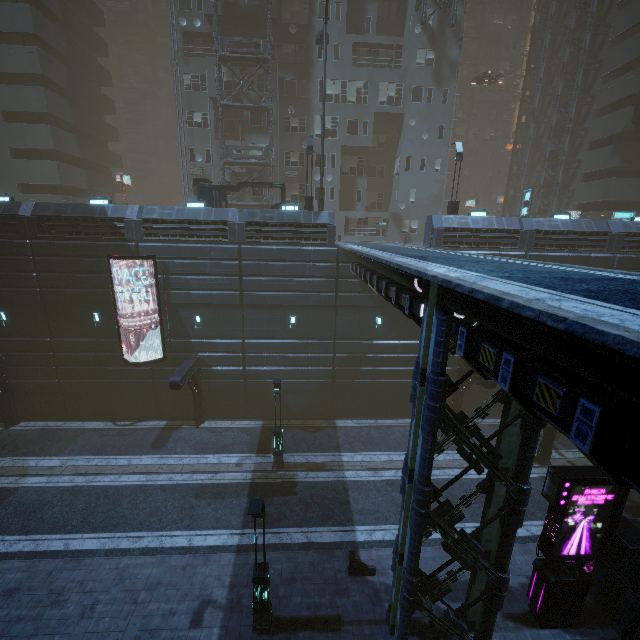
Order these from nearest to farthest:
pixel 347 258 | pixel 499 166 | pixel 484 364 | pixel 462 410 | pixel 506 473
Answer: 1. pixel 484 364
2. pixel 506 473
3. pixel 347 258
4. pixel 462 410
5. pixel 499 166

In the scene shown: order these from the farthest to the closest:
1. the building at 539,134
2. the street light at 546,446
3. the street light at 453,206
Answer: the building at 539,134
the street light at 453,206
the street light at 546,446

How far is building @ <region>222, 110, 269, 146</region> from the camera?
28.8 meters

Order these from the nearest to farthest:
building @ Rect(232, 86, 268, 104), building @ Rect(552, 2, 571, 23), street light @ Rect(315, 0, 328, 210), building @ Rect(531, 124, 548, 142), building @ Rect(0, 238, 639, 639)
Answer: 1. building @ Rect(0, 238, 639, 639)
2. street light @ Rect(315, 0, 328, 210)
3. building @ Rect(232, 86, 268, 104)
4. building @ Rect(552, 2, 571, 23)
5. building @ Rect(531, 124, 548, 142)

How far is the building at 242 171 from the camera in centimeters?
2941cm

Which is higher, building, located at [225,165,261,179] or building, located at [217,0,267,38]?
building, located at [217,0,267,38]

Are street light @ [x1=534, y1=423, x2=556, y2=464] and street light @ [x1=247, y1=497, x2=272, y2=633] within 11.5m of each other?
no
